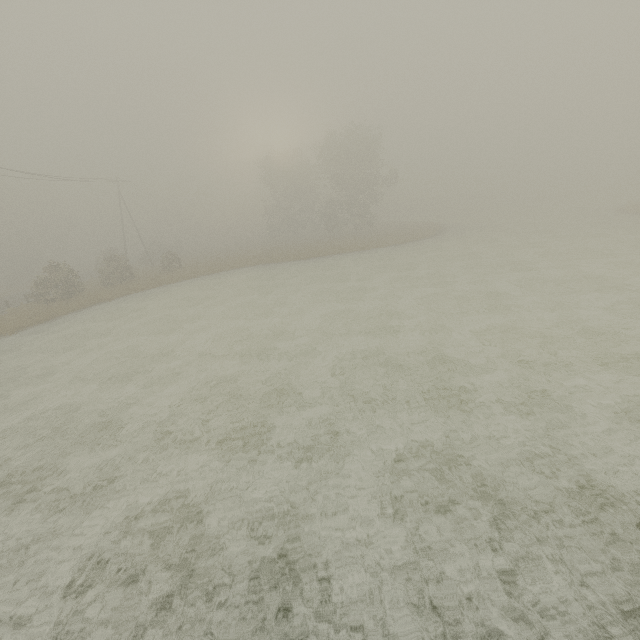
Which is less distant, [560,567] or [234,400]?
[560,567]
